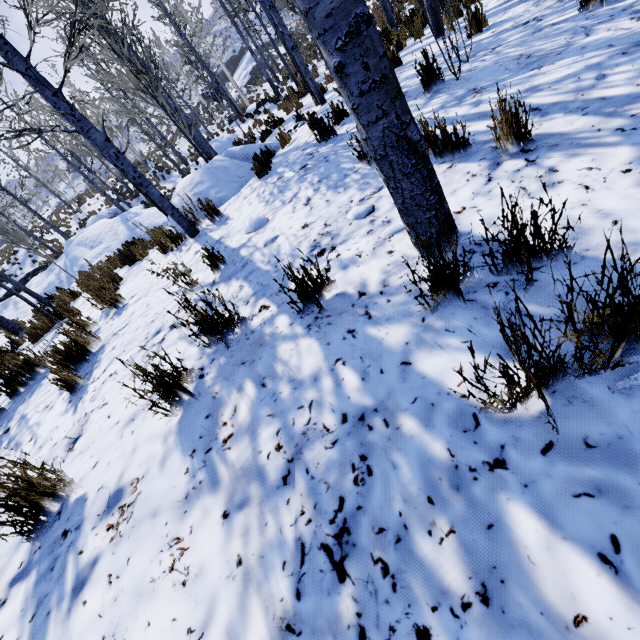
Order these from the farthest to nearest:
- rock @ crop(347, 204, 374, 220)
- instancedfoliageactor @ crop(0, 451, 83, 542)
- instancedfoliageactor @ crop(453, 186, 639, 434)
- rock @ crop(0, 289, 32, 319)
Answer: rock @ crop(0, 289, 32, 319), rock @ crop(347, 204, 374, 220), instancedfoliageactor @ crop(0, 451, 83, 542), instancedfoliageactor @ crop(453, 186, 639, 434)

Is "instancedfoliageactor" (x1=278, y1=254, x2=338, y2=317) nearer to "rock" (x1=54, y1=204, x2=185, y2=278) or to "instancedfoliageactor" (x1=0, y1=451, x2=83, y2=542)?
"instancedfoliageactor" (x1=0, y1=451, x2=83, y2=542)

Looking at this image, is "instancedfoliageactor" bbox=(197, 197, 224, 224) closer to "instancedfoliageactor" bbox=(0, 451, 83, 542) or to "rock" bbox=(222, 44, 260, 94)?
"instancedfoliageactor" bbox=(0, 451, 83, 542)

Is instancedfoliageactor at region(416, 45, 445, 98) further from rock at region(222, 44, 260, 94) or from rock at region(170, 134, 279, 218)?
rock at region(222, 44, 260, 94)

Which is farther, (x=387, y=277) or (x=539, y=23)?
(x=539, y=23)

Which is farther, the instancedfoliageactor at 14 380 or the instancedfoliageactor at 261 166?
the instancedfoliageactor at 261 166

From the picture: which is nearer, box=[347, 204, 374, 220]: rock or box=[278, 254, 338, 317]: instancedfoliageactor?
box=[278, 254, 338, 317]: instancedfoliageactor
